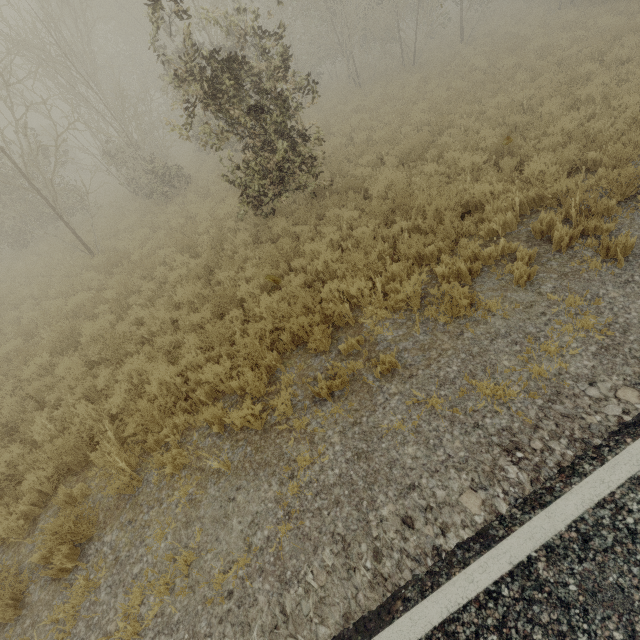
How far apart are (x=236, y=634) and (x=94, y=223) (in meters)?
19.19
